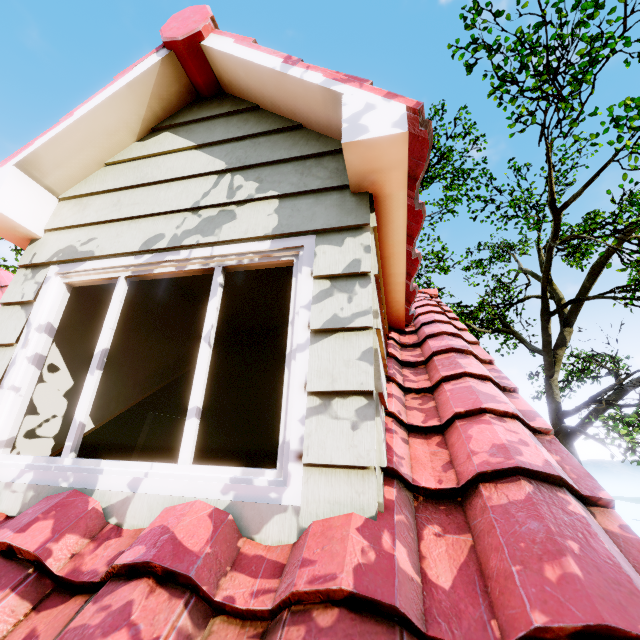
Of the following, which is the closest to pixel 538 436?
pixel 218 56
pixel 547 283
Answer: pixel 218 56
